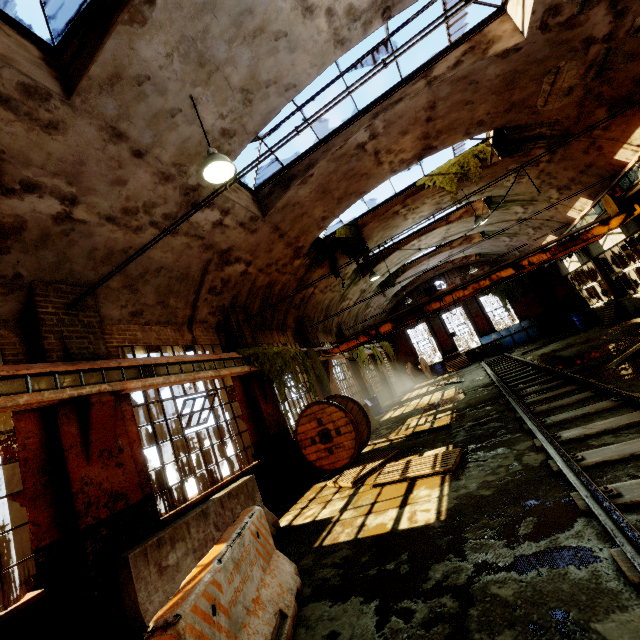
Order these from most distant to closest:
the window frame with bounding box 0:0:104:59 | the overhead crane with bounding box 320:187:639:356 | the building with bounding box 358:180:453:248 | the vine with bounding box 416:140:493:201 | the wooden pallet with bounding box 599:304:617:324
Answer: the wooden pallet with bounding box 599:304:617:324 → the building with bounding box 358:180:453:248 → the vine with bounding box 416:140:493:201 → the overhead crane with bounding box 320:187:639:356 → the window frame with bounding box 0:0:104:59

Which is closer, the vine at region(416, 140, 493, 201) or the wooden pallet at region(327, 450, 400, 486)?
the wooden pallet at region(327, 450, 400, 486)

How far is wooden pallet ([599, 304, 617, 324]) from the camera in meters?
15.0 m

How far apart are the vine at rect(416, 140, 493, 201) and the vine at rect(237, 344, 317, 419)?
7.8m

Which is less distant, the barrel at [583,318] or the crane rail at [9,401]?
the crane rail at [9,401]

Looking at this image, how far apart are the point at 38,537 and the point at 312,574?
3.9m

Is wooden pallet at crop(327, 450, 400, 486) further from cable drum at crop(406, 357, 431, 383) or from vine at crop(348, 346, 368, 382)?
cable drum at crop(406, 357, 431, 383)

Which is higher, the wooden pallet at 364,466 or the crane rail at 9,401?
the crane rail at 9,401
